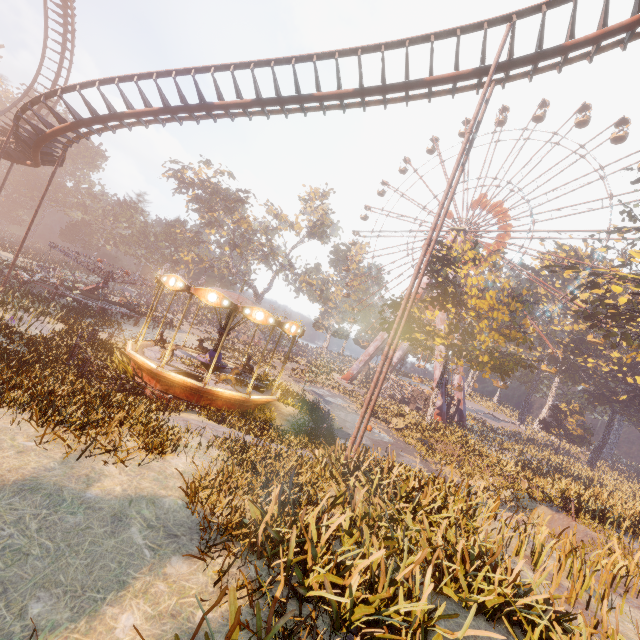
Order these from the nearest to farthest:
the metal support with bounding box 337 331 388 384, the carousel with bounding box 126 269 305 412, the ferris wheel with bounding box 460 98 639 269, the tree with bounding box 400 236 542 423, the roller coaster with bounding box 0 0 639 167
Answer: the roller coaster with bounding box 0 0 639 167 → the carousel with bounding box 126 269 305 412 → the tree with bounding box 400 236 542 423 → the ferris wheel with bounding box 460 98 639 269 → the metal support with bounding box 337 331 388 384

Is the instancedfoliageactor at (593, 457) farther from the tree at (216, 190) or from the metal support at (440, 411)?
the tree at (216, 190)

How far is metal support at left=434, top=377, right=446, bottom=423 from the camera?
38.75m

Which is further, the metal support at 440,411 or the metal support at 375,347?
the metal support at 375,347

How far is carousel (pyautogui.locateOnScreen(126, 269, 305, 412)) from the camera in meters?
13.1

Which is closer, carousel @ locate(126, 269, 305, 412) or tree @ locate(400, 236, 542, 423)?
carousel @ locate(126, 269, 305, 412)

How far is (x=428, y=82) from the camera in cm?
1223

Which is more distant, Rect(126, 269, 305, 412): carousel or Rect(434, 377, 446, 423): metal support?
Rect(434, 377, 446, 423): metal support
